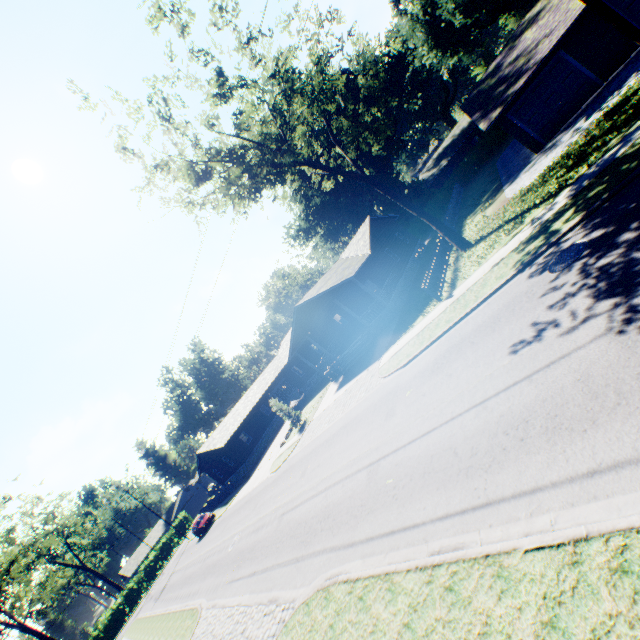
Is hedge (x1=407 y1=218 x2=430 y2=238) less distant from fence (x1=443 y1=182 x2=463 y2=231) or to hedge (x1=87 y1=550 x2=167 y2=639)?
fence (x1=443 y1=182 x2=463 y2=231)

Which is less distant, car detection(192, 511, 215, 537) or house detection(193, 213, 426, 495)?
house detection(193, 213, 426, 495)

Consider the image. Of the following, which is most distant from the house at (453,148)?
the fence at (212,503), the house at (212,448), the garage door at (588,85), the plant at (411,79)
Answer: the fence at (212,503)

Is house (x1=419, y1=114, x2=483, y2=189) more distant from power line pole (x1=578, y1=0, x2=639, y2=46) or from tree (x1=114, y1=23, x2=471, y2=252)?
power line pole (x1=578, y1=0, x2=639, y2=46)

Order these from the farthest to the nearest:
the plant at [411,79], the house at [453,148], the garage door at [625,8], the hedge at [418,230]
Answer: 1. the house at [453,148]
2. the hedge at [418,230]
3. the plant at [411,79]
4. the garage door at [625,8]

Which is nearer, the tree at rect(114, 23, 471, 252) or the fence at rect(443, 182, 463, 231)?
the tree at rect(114, 23, 471, 252)

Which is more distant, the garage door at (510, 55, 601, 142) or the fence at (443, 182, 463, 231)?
the fence at (443, 182, 463, 231)

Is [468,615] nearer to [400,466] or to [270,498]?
[400,466]
